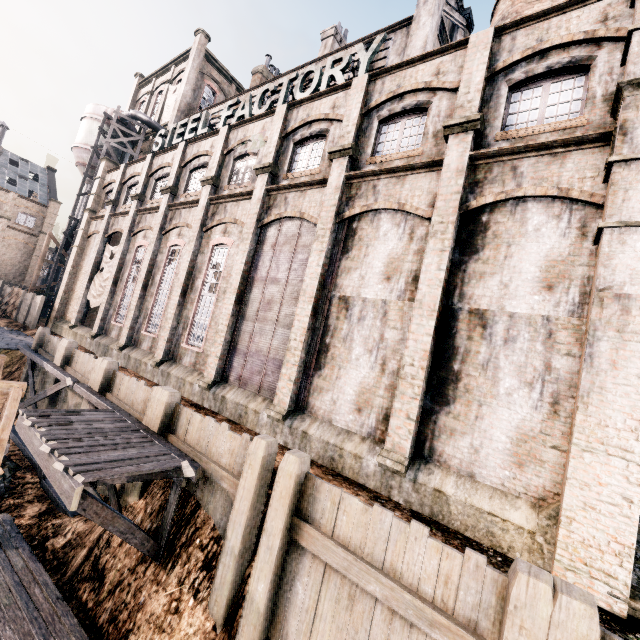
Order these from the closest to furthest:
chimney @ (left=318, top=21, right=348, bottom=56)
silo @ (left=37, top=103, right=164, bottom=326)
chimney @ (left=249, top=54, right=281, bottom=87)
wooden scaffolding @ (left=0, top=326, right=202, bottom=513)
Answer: wooden scaffolding @ (left=0, top=326, right=202, bottom=513) < chimney @ (left=318, top=21, right=348, bottom=56) < silo @ (left=37, top=103, right=164, bottom=326) < chimney @ (left=249, top=54, right=281, bottom=87)

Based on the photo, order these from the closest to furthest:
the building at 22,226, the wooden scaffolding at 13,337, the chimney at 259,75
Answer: the wooden scaffolding at 13,337, the chimney at 259,75, the building at 22,226

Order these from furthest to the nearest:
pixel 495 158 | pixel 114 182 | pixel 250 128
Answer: pixel 114 182 → pixel 250 128 → pixel 495 158

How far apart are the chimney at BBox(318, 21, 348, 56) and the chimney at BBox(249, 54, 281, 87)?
7.5 meters

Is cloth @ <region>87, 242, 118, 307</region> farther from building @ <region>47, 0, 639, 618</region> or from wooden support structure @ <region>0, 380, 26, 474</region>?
wooden support structure @ <region>0, 380, 26, 474</region>

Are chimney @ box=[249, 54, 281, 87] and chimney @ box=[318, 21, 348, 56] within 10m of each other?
yes

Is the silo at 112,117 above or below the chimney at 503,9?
below

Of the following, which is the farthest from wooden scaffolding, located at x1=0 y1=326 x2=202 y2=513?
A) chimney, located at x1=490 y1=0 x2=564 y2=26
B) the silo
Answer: chimney, located at x1=490 y1=0 x2=564 y2=26
